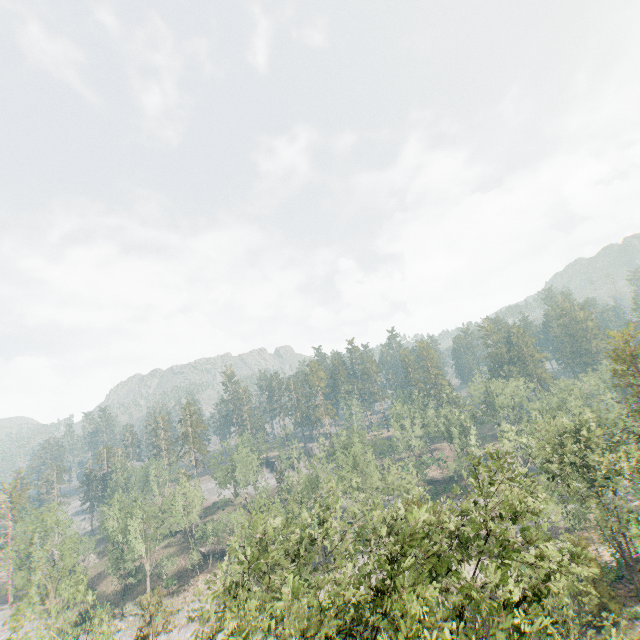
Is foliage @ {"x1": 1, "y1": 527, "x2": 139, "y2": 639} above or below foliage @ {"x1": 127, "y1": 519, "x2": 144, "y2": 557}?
above

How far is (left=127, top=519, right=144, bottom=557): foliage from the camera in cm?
5761

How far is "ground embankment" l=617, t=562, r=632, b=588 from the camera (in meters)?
37.63

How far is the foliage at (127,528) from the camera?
57.6 meters

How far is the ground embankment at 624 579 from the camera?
37.6 meters

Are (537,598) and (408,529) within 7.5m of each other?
yes

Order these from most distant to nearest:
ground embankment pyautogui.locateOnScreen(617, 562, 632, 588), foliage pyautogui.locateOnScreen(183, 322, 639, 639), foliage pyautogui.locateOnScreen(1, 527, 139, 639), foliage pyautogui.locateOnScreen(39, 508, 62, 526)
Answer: foliage pyautogui.locateOnScreen(39, 508, 62, 526) → ground embankment pyautogui.locateOnScreen(617, 562, 632, 588) → foliage pyautogui.locateOnScreen(1, 527, 139, 639) → foliage pyautogui.locateOnScreen(183, 322, 639, 639)
